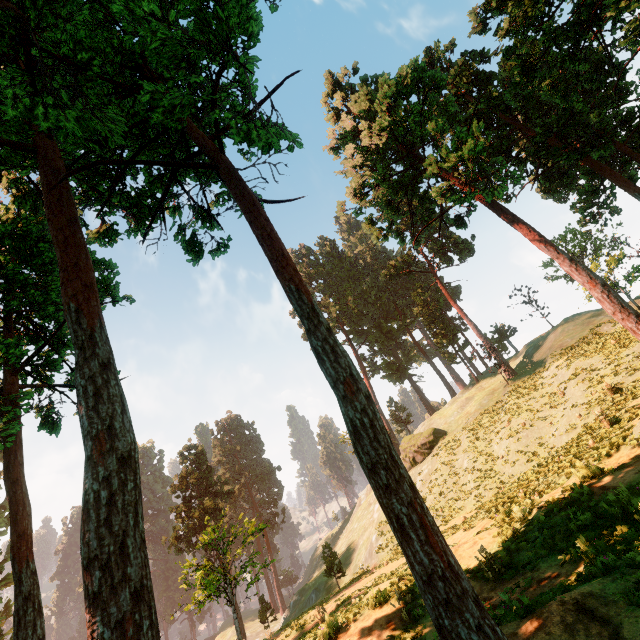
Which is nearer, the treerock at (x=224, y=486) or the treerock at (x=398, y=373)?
the treerock at (x=224, y=486)

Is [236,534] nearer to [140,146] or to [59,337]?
[59,337]

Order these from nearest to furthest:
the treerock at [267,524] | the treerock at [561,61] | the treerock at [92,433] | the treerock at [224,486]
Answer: the treerock at [92,433] → the treerock at [561,61] → the treerock at [224,486] → the treerock at [267,524]

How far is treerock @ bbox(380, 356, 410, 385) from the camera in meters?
57.5

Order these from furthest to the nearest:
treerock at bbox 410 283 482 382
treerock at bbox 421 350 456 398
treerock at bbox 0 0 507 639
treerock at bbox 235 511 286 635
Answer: treerock at bbox 421 350 456 398, treerock at bbox 410 283 482 382, treerock at bbox 235 511 286 635, treerock at bbox 0 0 507 639

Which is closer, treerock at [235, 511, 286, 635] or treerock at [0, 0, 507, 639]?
treerock at [0, 0, 507, 639]

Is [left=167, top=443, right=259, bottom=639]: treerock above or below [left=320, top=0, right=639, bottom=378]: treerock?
below
